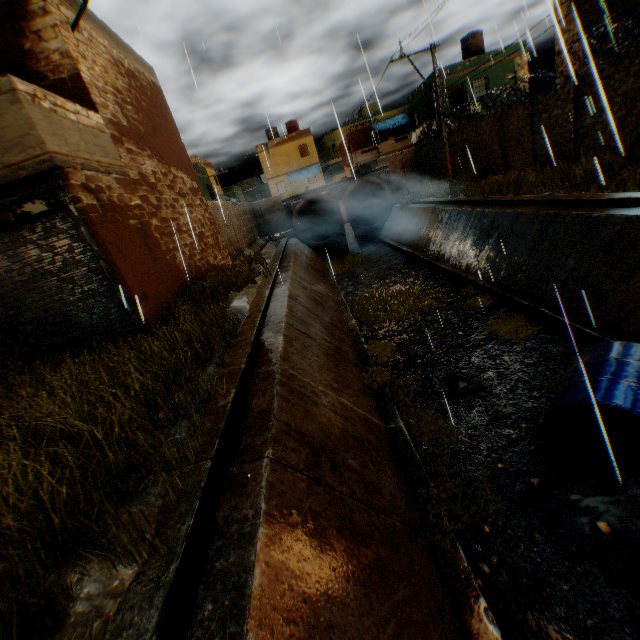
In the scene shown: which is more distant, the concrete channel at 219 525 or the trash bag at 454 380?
the trash bag at 454 380

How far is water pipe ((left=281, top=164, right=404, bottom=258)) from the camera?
24.06m

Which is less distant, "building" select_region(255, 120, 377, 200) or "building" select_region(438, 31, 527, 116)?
"building" select_region(438, 31, 527, 116)

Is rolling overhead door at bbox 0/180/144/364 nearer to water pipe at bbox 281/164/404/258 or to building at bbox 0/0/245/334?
building at bbox 0/0/245/334

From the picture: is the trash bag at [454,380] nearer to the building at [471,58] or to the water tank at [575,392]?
the water tank at [575,392]

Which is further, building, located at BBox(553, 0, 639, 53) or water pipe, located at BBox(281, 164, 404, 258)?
water pipe, located at BBox(281, 164, 404, 258)

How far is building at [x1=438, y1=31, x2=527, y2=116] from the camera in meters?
24.2

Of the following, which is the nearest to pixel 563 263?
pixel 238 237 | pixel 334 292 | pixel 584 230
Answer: pixel 584 230
